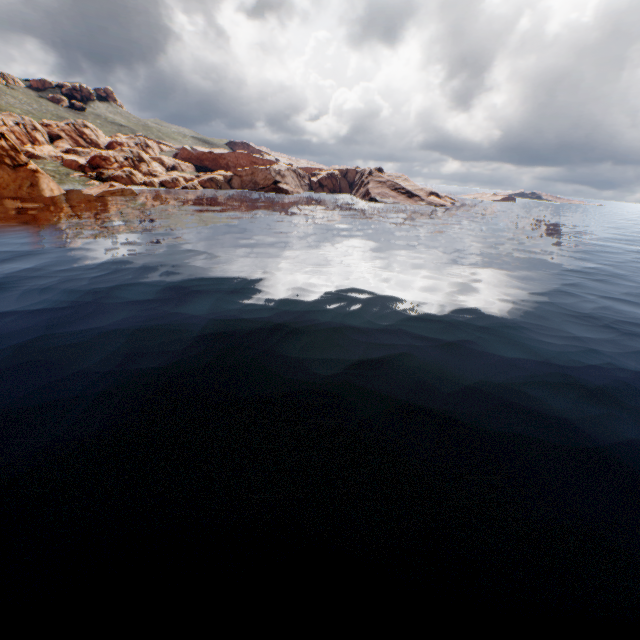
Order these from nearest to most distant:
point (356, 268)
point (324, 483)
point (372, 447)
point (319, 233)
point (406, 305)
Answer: point (324, 483) < point (372, 447) < point (406, 305) < point (356, 268) < point (319, 233)
